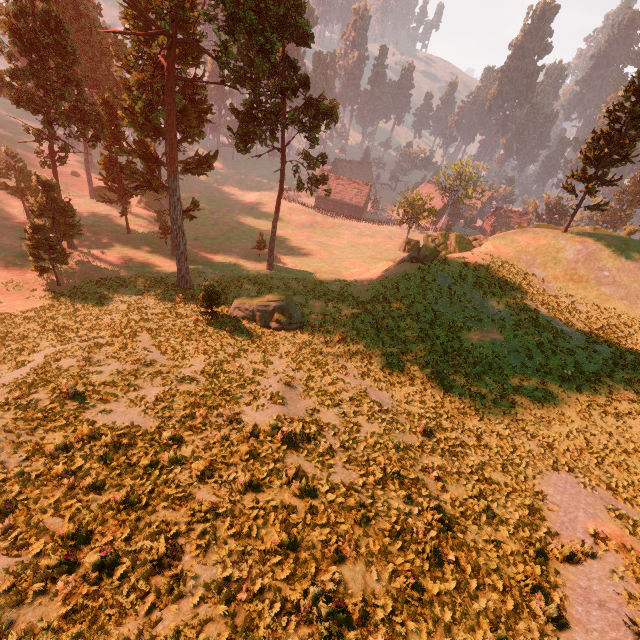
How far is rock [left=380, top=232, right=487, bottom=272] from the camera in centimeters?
3375cm

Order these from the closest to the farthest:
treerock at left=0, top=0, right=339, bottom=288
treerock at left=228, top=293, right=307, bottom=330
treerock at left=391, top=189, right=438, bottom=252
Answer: treerock at left=0, top=0, right=339, bottom=288 → treerock at left=228, top=293, right=307, bottom=330 → treerock at left=391, top=189, right=438, bottom=252

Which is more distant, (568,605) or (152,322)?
(152,322)

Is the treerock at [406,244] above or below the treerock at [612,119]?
below

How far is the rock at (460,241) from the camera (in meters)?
33.75

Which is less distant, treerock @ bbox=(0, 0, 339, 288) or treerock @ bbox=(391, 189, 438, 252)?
treerock @ bbox=(0, 0, 339, 288)

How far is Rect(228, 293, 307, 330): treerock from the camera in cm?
2702
